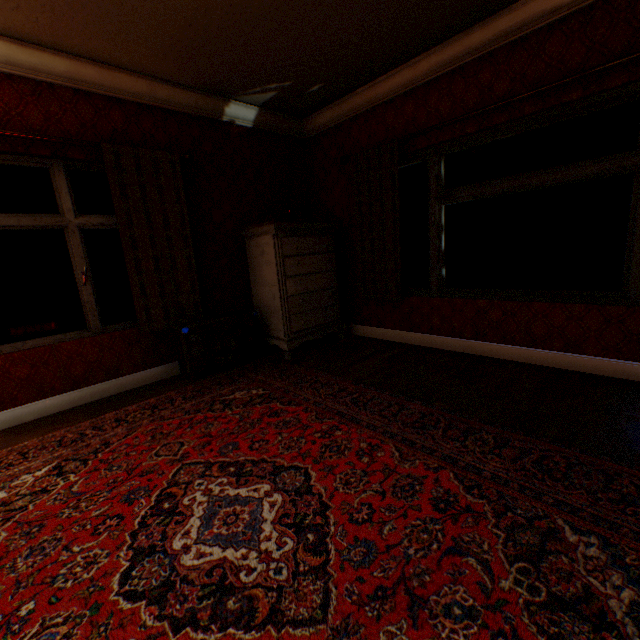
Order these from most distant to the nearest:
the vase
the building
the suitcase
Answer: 1. the vase
2. the suitcase
3. the building

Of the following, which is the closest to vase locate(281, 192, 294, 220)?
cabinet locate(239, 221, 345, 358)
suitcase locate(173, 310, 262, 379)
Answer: cabinet locate(239, 221, 345, 358)

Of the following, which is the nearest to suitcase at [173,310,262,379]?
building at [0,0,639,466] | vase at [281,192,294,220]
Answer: building at [0,0,639,466]

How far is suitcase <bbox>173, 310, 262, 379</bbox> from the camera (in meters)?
3.55

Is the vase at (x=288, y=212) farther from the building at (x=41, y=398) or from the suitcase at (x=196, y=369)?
the suitcase at (x=196, y=369)

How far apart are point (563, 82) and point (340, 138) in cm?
255

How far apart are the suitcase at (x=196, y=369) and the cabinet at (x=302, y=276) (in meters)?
0.19

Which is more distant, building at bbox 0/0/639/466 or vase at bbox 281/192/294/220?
vase at bbox 281/192/294/220
